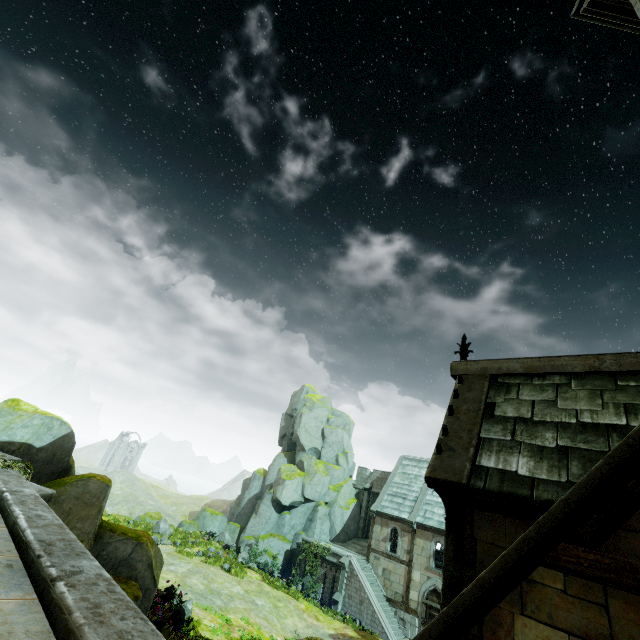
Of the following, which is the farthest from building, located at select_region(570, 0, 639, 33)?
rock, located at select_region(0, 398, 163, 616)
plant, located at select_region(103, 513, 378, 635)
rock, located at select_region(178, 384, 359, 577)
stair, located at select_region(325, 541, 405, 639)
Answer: rock, located at select_region(178, 384, 359, 577)

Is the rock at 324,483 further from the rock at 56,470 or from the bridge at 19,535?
the rock at 56,470

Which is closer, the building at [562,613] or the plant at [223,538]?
the building at [562,613]

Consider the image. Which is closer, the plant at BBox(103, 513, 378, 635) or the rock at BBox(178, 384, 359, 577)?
the plant at BBox(103, 513, 378, 635)

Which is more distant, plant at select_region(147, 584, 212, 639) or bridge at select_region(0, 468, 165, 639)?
plant at select_region(147, 584, 212, 639)

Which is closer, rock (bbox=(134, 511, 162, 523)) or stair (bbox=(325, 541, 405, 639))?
stair (bbox=(325, 541, 405, 639))

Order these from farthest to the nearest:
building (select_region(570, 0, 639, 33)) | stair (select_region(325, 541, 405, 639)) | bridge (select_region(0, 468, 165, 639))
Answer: stair (select_region(325, 541, 405, 639)) < building (select_region(570, 0, 639, 33)) < bridge (select_region(0, 468, 165, 639))

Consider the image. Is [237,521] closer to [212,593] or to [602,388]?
[212,593]
